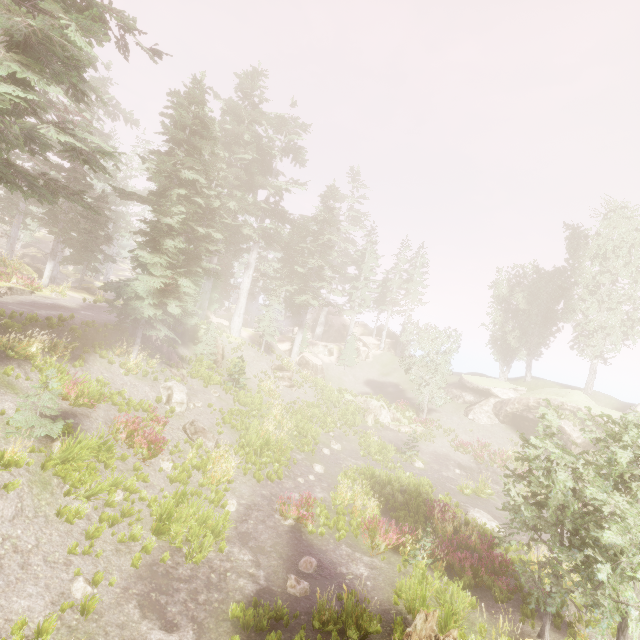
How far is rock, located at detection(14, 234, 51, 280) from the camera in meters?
21.0 m

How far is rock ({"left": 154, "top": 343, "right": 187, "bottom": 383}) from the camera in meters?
20.0

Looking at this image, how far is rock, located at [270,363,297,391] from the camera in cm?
3005

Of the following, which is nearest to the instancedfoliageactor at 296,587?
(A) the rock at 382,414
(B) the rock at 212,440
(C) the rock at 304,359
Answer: (C) the rock at 304,359

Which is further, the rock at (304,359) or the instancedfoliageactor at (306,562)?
the rock at (304,359)

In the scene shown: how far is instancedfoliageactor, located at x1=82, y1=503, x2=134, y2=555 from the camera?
7.9m

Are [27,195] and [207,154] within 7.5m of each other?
no

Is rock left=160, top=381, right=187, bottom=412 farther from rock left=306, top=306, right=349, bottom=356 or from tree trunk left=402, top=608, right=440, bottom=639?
rock left=306, top=306, right=349, bottom=356
